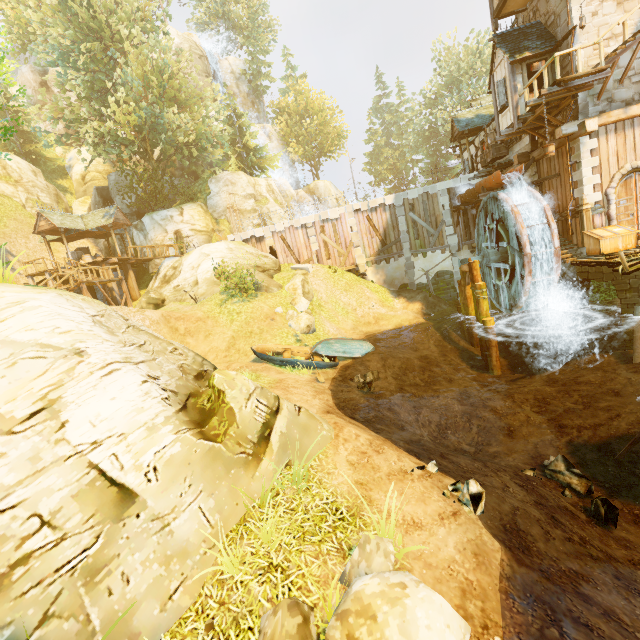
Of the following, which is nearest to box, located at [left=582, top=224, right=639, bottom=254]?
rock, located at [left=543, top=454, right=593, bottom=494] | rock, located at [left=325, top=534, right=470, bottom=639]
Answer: rock, located at [left=543, top=454, right=593, bottom=494]

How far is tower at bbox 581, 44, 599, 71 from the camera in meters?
13.3 m

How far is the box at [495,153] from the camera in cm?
1948

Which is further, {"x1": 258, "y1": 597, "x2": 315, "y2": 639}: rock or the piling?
the piling

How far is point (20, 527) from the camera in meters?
4.1

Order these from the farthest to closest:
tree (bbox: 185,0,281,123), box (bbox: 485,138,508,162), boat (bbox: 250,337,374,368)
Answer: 1. tree (bbox: 185,0,281,123)
2. box (bbox: 485,138,508,162)
3. boat (bbox: 250,337,374,368)

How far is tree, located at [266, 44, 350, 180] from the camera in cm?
4534

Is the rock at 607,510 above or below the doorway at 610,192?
below
